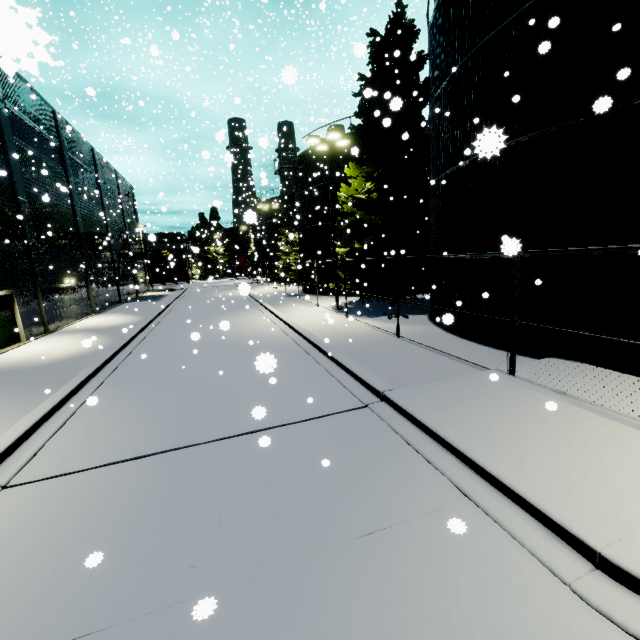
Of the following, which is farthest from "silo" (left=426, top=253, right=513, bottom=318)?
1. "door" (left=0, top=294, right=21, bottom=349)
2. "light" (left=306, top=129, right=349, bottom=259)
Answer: "door" (left=0, top=294, right=21, bottom=349)

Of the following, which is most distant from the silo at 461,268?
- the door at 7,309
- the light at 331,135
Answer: the door at 7,309

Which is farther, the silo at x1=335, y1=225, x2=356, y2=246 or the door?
the silo at x1=335, y1=225, x2=356, y2=246

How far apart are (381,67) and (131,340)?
Answer: 19.1 meters

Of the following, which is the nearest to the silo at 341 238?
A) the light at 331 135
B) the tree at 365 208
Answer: the tree at 365 208

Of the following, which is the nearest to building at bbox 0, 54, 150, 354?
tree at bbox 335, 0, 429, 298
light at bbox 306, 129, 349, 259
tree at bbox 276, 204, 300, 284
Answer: tree at bbox 335, 0, 429, 298

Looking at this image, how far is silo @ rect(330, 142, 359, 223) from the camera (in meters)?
24.09

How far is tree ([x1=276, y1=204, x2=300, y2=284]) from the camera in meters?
39.7 m
